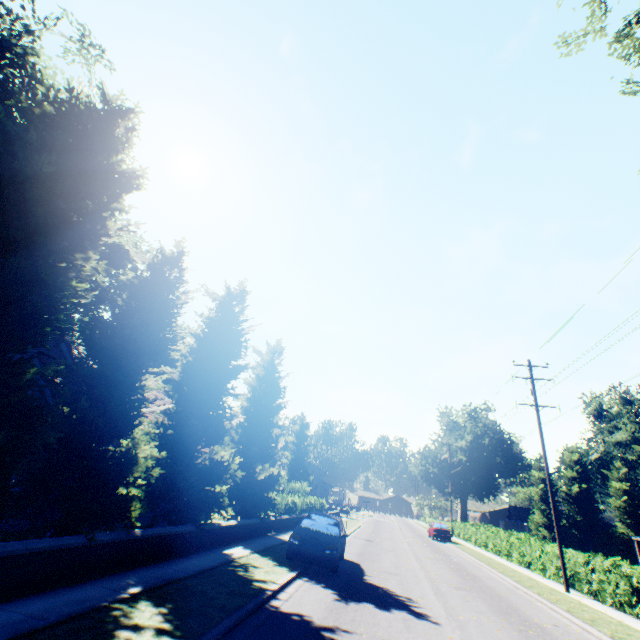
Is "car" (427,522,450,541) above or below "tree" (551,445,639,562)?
below

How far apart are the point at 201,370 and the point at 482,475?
64.03m

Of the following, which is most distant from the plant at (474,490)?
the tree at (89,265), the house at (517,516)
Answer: the house at (517,516)

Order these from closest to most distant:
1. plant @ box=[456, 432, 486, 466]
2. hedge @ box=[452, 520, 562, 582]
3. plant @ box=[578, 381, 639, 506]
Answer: hedge @ box=[452, 520, 562, 582] < plant @ box=[578, 381, 639, 506] < plant @ box=[456, 432, 486, 466]

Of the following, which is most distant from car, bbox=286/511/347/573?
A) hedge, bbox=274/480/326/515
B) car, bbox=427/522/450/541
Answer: car, bbox=427/522/450/541

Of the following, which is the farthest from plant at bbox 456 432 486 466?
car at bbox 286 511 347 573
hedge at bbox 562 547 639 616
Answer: car at bbox 286 511 347 573

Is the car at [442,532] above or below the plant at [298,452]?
below

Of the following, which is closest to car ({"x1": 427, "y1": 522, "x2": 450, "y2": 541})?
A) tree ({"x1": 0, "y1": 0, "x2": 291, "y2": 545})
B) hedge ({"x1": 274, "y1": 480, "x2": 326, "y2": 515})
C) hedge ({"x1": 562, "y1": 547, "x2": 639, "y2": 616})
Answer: hedge ({"x1": 274, "y1": 480, "x2": 326, "y2": 515})
